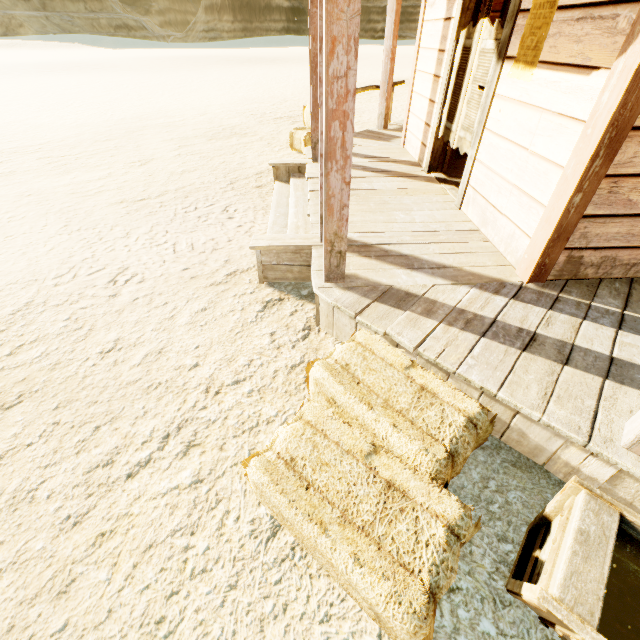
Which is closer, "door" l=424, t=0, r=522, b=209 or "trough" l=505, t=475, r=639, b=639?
"trough" l=505, t=475, r=639, b=639

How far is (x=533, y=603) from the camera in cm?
115

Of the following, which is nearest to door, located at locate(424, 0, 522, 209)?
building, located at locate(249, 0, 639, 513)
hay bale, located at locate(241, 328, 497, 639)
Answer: building, located at locate(249, 0, 639, 513)

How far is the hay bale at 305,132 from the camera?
6.68m

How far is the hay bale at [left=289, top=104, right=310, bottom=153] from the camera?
6.7 meters

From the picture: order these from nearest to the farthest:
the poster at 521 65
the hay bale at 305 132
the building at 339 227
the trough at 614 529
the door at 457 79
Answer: the trough at 614 529
the building at 339 227
the poster at 521 65
the door at 457 79
the hay bale at 305 132

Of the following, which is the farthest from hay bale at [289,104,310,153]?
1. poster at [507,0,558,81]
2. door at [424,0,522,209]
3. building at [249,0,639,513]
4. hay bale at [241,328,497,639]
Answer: hay bale at [241,328,497,639]

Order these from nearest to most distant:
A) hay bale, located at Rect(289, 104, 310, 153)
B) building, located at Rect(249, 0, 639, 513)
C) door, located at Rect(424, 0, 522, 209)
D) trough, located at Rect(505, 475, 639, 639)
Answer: trough, located at Rect(505, 475, 639, 639), building, located at Rect(249, 0, 639, 513), door, located at Rect(424, 0, 522, 209), hay bale, located at Rect(289, 104, 310, 153)
